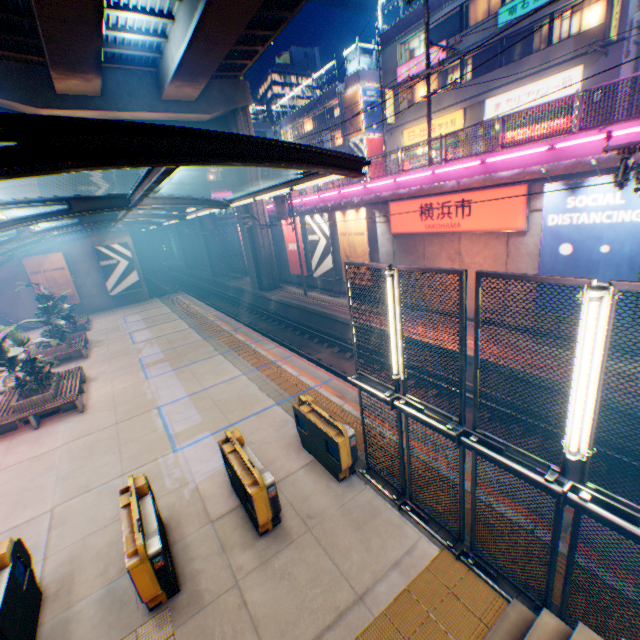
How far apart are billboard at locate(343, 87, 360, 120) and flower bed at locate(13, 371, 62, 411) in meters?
34.3

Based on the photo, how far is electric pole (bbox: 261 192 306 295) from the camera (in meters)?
21.23

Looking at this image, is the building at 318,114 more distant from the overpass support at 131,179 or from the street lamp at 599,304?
the street lamp at 599,304

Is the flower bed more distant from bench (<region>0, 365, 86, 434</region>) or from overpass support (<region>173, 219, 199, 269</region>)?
overpass support (<region>173, 219, 199, 269</region>)

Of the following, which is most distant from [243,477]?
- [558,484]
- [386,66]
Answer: [386,66]

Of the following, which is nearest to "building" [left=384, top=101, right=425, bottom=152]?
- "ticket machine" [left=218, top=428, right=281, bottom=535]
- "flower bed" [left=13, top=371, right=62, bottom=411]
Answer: "ticket machine" [left=218, top=428, right=281, bottom=535]

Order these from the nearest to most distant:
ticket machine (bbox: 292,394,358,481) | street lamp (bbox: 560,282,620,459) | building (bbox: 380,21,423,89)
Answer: street lamp (bbox: 560,282,620,459)
ticket machine (bbox: 292,394,358,481)
building (bbox: 380,21,423,89)

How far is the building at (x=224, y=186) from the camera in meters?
53.4
